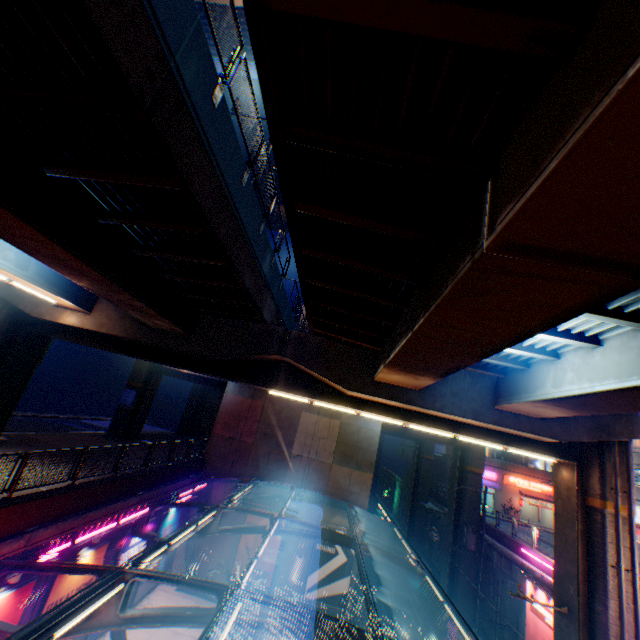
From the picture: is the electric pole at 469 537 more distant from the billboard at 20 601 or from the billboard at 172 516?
the billboard at 20 601

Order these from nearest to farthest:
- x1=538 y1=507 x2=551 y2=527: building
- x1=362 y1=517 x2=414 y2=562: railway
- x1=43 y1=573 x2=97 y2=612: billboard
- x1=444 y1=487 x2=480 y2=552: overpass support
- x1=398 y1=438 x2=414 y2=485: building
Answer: x1=43 y1=573 x2=97 y2=612: billboard, x1=444 y1=487 x2=480 y2=552: overpass support, x1=362 y1=517 x2=414 y2=562: railway, x1=538 y1=507 x2=551 y2=527: building, x1=398 y1=438 x2=414 y2=485: building

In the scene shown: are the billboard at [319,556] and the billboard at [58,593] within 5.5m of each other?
no

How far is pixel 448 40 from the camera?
3.3m

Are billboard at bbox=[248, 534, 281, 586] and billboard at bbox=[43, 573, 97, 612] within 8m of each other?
no

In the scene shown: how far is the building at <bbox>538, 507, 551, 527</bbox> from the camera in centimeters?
4175cm

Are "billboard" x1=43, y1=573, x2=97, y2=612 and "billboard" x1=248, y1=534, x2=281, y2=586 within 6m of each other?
no

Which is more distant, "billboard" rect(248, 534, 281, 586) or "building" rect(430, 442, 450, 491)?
"building" rect(430, 442, 450, 491)
